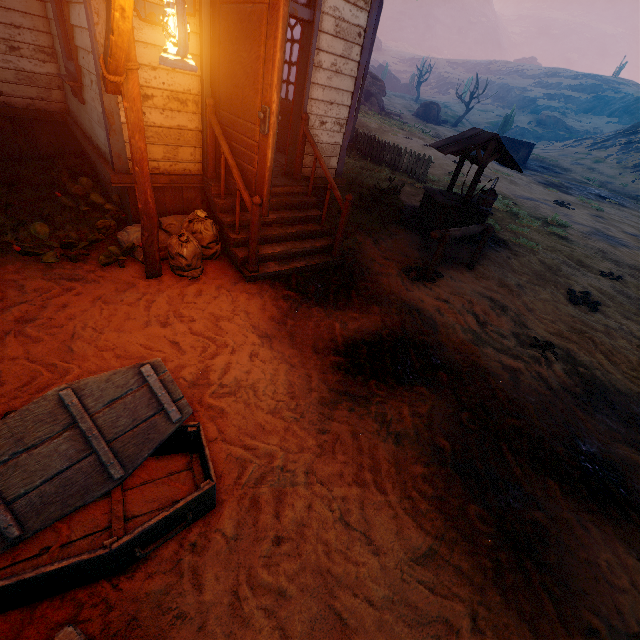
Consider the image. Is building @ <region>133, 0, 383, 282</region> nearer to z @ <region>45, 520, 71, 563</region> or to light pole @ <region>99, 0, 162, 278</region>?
z @ <region>45, 520, 71, 563</region>

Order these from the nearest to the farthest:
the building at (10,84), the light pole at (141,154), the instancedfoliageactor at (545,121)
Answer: the light pole at (141,154) < the building at (10,84) < the instancedfoliageactor at (545,121)

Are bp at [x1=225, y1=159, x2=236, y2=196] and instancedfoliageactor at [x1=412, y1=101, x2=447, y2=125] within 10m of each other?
no

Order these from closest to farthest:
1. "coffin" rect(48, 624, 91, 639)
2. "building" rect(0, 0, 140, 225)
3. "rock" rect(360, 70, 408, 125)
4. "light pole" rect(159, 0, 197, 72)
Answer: "coffin" rect(48, 624, 91, 639) < "light pole" rect(159, 0, 197, 72) < "building" rect(0, 0, 140, 225) < "rock" rect(360, 70, 408, 125)

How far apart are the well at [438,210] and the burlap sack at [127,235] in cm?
525

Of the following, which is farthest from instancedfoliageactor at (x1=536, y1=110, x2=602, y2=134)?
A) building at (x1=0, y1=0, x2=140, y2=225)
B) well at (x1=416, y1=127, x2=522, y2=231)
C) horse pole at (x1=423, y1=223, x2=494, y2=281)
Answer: horse pole at (x1=423, y1=223, x2=494, y2=281)

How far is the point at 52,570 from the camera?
1.6 meters

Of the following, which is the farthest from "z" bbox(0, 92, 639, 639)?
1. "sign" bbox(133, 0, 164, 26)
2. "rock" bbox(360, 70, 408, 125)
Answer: "rock" bbox(360, 70, 408, 125)
